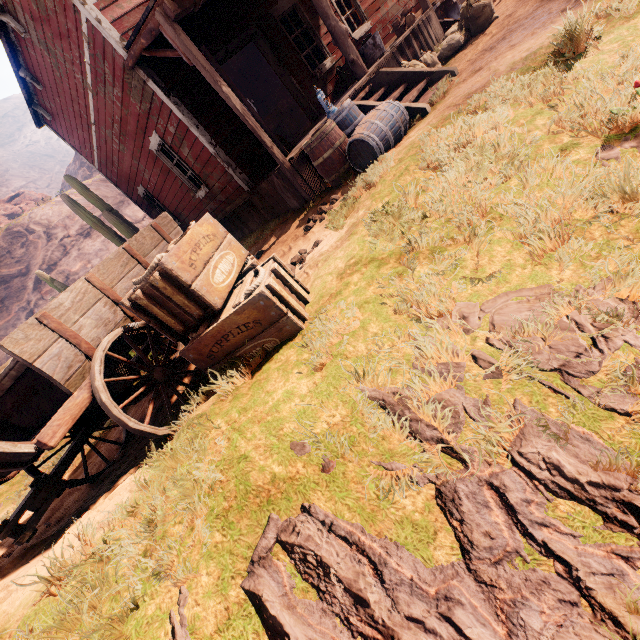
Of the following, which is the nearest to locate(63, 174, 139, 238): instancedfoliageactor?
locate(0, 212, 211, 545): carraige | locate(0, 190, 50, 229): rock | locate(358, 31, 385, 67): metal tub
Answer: locate(0, 212, 211, 545): carraige

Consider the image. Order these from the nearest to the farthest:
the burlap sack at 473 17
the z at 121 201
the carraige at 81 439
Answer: the carraige at 81 439 → the burlap sack at 473 17 → the z at 121 201

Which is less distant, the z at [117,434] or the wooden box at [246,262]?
the wooden box at [246,262]

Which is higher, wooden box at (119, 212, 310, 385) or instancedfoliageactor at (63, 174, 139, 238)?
instancedfoliageactor at (63, 174, 139, 238)

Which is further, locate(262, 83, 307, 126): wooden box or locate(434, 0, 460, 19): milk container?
locate(262, 83, 307, 126): wooden box

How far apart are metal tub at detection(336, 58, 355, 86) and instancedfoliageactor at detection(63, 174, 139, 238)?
8.4m

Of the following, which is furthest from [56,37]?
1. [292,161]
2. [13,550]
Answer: [13,550]

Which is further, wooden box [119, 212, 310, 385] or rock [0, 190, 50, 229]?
rock [0, 190, 50, 229]
